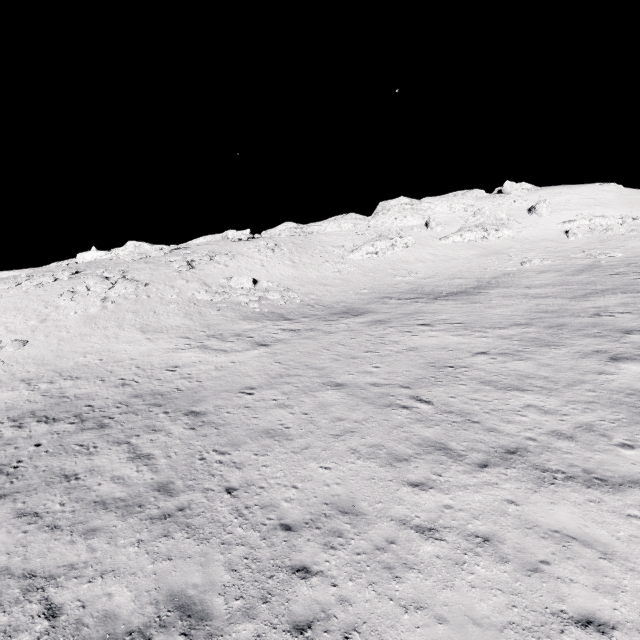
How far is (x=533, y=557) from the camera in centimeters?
743cm

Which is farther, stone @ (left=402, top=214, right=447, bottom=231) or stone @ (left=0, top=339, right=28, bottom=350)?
stone @ (left=402, top=214, right=447, bottom=231)

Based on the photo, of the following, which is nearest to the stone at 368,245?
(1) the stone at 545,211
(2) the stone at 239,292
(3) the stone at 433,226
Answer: (3) the stone at 433,226

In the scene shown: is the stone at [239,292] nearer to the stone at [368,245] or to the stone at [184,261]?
the stone at [184,261]

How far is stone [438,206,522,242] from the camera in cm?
5003

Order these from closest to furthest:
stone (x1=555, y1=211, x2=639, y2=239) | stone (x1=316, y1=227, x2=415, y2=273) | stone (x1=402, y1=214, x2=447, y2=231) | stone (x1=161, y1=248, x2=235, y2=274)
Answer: stone (x1=161, y1=248, x2=235, y2=274)
stone (x1=316, y1=227, x2=415, y2=273)
stone (x1=555, y1=211, x2=639, y2=239)
stone (x1=402, y1=214, x2=447, y2=231)

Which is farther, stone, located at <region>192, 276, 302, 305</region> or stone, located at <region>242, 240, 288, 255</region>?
stone, located at <region>242, 240, 288, 255</region>

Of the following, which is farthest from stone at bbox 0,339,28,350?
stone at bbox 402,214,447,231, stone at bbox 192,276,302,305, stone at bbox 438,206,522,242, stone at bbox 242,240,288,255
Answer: stone at bbox 402,214,447,231
